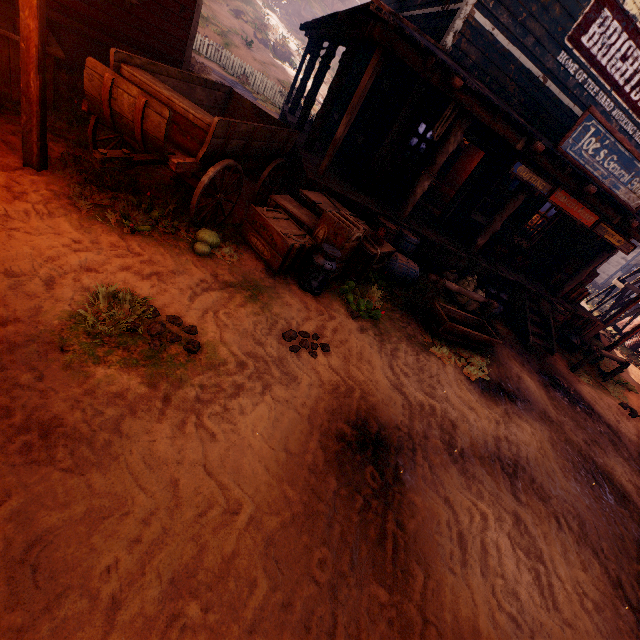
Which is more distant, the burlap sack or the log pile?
the log pile

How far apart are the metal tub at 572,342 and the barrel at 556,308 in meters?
0.5

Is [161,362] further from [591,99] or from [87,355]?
[591,99]

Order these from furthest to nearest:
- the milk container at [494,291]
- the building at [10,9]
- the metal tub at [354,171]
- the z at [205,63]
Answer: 1. the z at [205,63]
2. the milk container at [494,291]
3. the metal tub at [354,171]
4. the building at [10,9]

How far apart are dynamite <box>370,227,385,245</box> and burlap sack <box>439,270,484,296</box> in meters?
3.0 m

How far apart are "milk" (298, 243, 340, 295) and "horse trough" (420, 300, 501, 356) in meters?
2.2

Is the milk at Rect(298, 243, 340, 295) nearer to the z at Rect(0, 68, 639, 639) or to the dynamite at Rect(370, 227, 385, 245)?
the z at Rect(0, 68, 639, 639)

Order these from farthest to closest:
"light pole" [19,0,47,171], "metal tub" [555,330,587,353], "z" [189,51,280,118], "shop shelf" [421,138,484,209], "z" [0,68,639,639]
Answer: "z" [189,51,280,118], "shop shelf" [421,138,484,209], "metal tub" [555,330,587,353], "light pole" [19,0,47,171], "z" [0,68,639,639]
